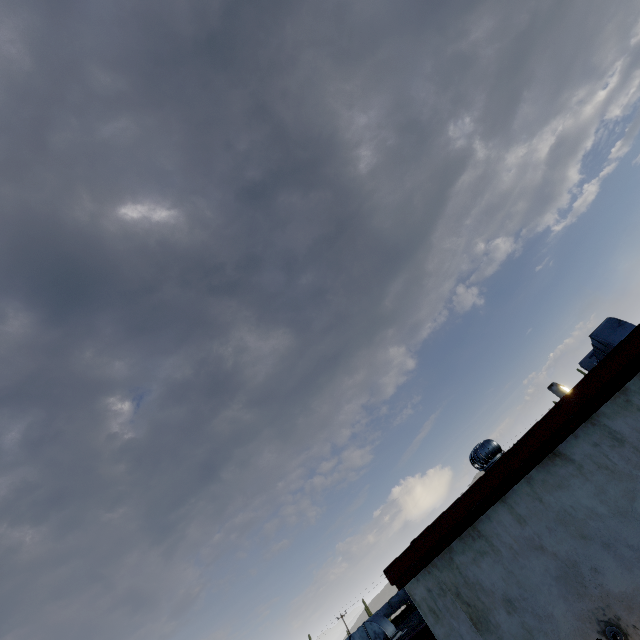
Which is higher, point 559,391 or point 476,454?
point 559,391

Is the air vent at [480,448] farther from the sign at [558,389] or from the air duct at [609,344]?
the sign at [558,389]

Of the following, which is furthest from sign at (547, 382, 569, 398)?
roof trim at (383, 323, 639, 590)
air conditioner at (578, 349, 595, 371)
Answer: air conditioner at (578, 349, 595, 371)

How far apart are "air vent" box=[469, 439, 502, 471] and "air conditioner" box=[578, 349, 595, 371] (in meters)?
5.82

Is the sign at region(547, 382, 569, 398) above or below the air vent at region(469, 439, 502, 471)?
above

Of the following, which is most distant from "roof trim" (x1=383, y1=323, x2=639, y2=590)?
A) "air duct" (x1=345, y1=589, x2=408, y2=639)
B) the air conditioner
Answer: the air conditioner

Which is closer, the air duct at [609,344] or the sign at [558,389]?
the air duct at [609,344]

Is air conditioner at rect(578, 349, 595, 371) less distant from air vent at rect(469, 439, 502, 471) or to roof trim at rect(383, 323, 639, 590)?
roof trim at rect(383, 323, 639, 590)
